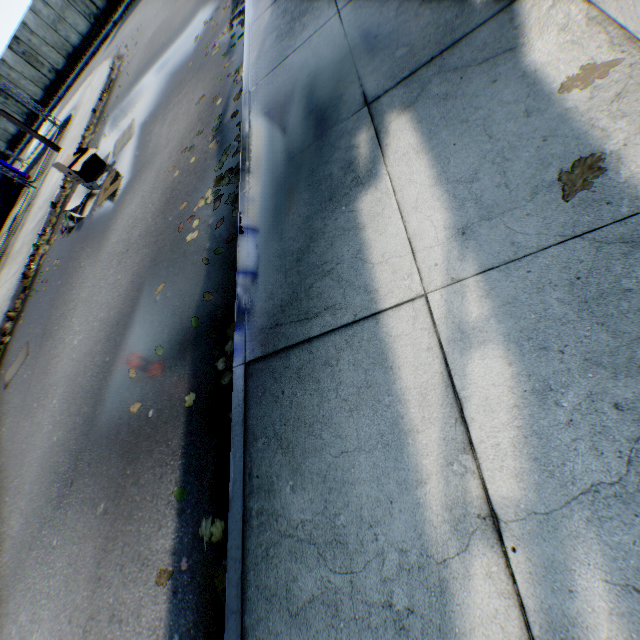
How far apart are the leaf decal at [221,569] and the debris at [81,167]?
8.55m

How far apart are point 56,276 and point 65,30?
28.4 meters

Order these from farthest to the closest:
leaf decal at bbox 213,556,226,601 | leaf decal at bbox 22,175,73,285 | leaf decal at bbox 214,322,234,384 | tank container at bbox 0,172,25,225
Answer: tank container at bbox 0,172,25,225 < leaf decal at bbox 22,175,73,285 < leaf decal at bbox 214,322,234,384 < leaf decal at bbox 213,556,226,601

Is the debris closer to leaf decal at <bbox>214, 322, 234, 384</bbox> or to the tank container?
leaf decal at <bbox>214, 322, 234, 384</bbox>

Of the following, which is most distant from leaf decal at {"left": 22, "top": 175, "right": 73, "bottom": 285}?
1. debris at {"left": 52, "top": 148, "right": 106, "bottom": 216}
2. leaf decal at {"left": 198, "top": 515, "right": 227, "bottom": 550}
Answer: leaf decal at {"left": 198, "top": 515, "right": 227, "bottom": 550}

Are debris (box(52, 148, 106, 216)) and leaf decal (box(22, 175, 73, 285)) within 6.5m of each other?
yes

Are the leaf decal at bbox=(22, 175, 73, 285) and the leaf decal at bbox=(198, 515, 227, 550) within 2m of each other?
no

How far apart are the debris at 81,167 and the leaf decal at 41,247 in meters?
1.2
